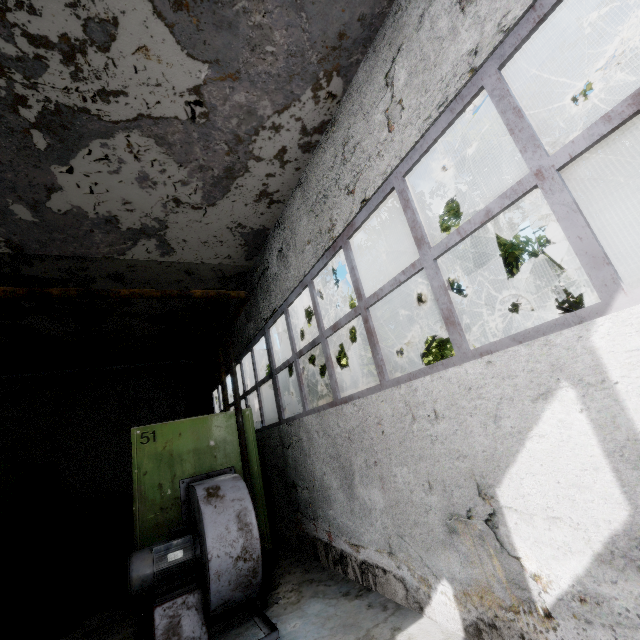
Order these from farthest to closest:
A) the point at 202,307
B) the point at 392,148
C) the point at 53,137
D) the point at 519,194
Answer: the point at 202,307 < the point at 53,137 < the point at 392,148 < the point at 519,194

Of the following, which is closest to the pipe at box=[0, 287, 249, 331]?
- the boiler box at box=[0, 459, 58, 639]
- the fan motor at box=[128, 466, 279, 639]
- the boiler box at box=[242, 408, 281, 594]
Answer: the boiler box at box=[242, 408, 281, 594]

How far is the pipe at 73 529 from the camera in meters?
10.5 m

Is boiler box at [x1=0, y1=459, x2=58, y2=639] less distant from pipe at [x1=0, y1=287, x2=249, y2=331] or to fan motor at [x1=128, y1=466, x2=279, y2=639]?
fan motor at [x1=128, y1=466, x2=279, y2=639]

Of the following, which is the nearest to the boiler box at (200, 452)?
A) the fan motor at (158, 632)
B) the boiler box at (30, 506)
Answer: the fan motor at (158, 632)

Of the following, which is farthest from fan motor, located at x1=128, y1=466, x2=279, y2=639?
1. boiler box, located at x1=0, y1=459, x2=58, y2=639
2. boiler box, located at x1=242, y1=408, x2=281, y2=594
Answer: boiler box, located at x1=0, y1=459, x2=58, y2=639

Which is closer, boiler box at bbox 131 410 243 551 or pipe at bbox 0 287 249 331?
pipe at bbox 0 287 249 331
